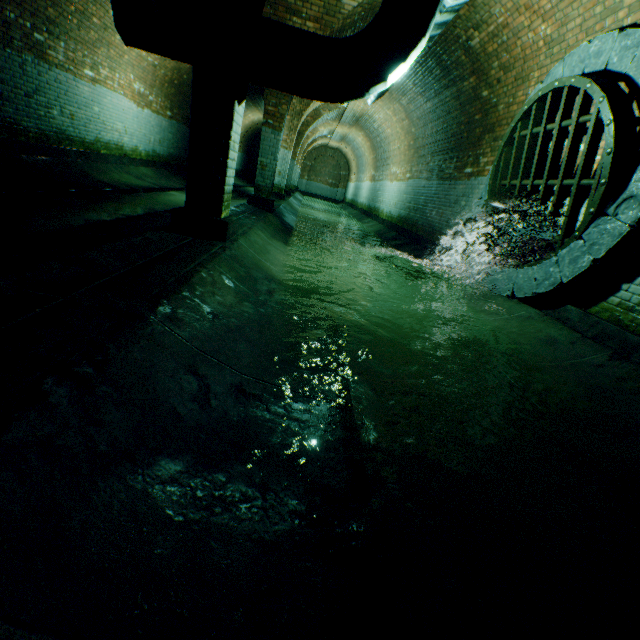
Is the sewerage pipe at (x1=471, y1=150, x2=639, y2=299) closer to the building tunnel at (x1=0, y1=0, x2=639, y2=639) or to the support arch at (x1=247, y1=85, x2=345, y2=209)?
the building tunnel at (x1=0, y1=0, x2=639, y2=639)

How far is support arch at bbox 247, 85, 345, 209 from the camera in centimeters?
758cm

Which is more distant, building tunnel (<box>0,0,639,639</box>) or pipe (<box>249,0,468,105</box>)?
pipe (<box>249,0,468,105</box>)

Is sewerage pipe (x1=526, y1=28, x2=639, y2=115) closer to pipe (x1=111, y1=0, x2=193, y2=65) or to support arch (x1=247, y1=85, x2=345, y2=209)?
pipe (x1=111, y1=0, x2=193, y2=65)

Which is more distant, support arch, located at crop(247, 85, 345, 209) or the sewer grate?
support arch, located at crop(247, 85, 345, 209)

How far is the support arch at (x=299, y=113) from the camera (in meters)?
7.58

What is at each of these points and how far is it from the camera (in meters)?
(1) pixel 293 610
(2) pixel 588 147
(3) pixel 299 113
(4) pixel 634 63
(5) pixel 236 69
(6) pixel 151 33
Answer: (1) building tunnel, 0.97
(2) sewer grate, 3.87
(3) support arch, 11.66
(4) sewerage pipe, 3.55
(5) support arch, 3.17
(6) pipe, 3.37

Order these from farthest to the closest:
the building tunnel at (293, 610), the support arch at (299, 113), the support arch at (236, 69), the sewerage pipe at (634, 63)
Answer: the support arch at (299, 113), the sewerage pipe at (634, 63), the support arch at (236, 69), the building tunnel at (293, 610)
